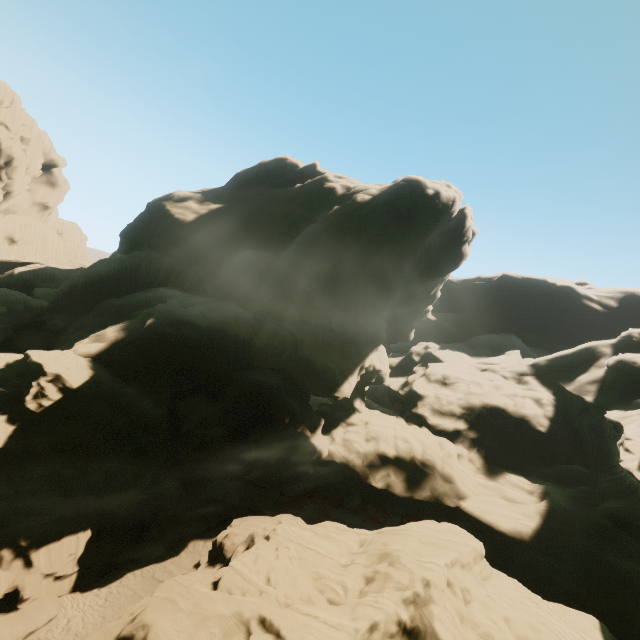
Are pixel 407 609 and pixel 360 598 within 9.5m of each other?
yes
